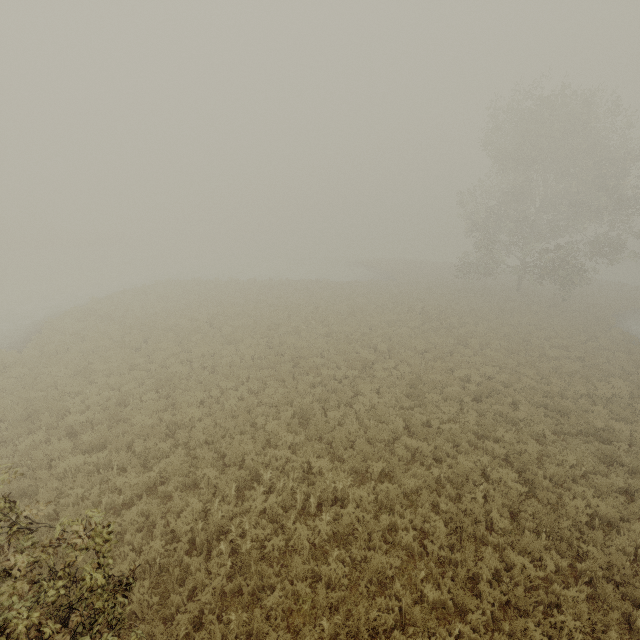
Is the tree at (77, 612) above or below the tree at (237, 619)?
above

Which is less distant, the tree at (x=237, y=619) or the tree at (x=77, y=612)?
the tree at (x=77, y=612)

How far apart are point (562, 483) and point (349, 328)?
12.5 meters

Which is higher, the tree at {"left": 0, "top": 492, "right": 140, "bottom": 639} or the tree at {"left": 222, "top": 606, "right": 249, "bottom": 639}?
the tree at {"left": 0, "top": 492, "right": 140, "bottom": 639}

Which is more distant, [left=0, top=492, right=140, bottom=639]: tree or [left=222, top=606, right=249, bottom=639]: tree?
[left=222, top=606, right=249, bottom=639]: tree
